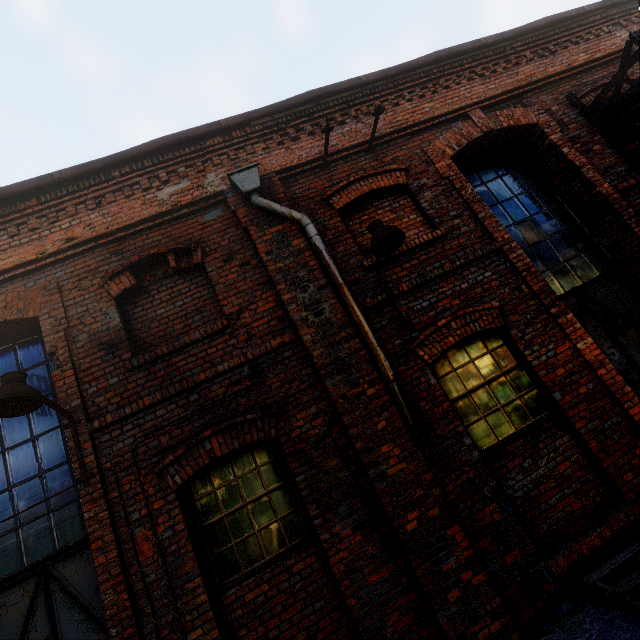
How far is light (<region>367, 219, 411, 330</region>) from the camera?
3.68m

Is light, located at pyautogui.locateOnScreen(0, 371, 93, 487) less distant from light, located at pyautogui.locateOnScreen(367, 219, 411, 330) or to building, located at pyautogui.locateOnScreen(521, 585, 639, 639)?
building, located at pyautogui.locateOnScreen(521, 585, 639, 639)

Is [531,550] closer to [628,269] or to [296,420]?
[296,420]

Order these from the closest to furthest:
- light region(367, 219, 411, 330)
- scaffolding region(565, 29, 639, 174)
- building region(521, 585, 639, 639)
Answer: building region(521, 585, 639, 639) < light region(367, 219, 411, 330) < scaffolding region(565, 29, 639, 174)

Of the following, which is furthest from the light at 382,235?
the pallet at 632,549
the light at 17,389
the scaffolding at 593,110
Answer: the scaffolding at 593,110

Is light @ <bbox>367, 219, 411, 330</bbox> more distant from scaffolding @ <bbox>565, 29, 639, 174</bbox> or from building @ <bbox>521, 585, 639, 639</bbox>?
scaffolding @ <bbox>565, 29, 639, 174</bbox>

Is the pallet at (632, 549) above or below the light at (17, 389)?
below

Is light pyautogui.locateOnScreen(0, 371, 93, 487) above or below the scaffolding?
below
